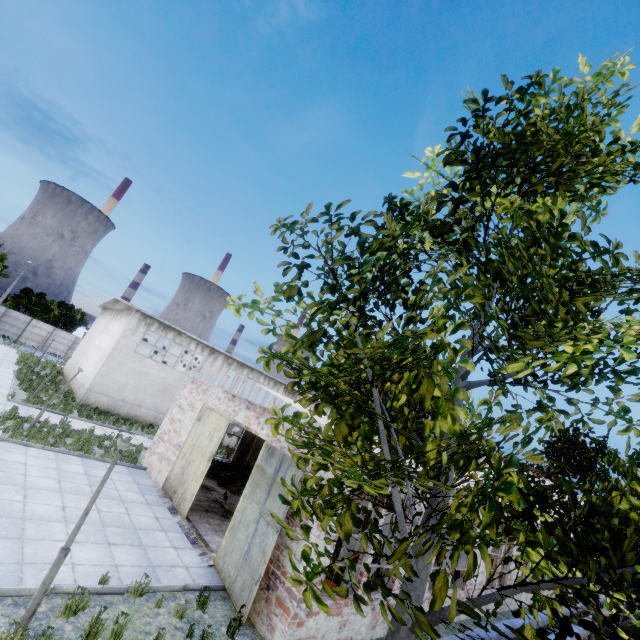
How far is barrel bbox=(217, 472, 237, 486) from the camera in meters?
18.0

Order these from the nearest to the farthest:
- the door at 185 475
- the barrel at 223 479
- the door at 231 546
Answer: the door at 231 546
the door at 185 475
the barrel at 223 479

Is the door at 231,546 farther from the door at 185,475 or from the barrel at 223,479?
the barrel at 223,479

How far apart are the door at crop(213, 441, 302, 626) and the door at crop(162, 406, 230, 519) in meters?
2.0 m

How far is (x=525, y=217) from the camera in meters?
3.7 m

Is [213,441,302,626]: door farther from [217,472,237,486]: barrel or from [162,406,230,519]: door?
[217,472,237,486]: barrel

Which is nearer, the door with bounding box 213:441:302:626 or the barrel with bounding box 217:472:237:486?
the door with bounding box 213:441:302:626

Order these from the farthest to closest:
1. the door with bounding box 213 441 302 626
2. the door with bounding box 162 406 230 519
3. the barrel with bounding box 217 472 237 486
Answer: the barrel with bounding box 217 472 237 486, the door with bounding box 162 406 230 519, the door with bounding box 213 441 302 626
